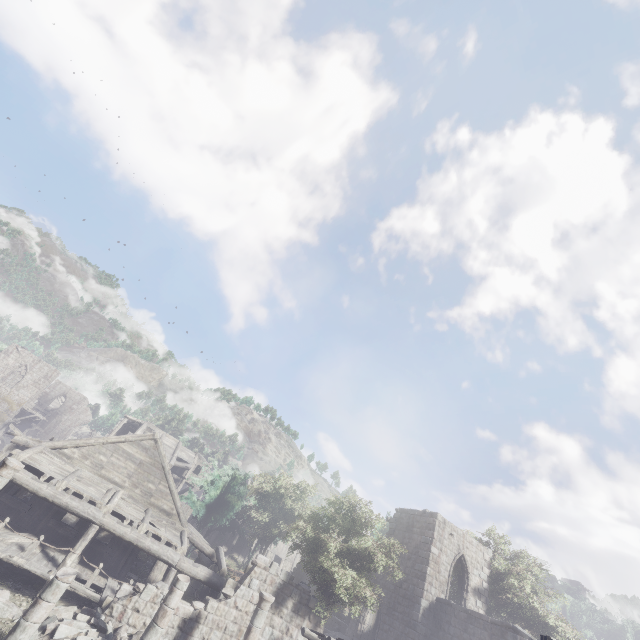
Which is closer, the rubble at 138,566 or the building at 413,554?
the building at 413,554

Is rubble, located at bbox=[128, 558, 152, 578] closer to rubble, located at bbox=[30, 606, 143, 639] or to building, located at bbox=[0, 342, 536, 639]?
building, located at bbox=[0, 342, 536, 639]

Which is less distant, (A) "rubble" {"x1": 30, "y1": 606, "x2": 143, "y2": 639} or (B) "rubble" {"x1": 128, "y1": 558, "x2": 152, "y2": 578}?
(A) "rubble" {"x1": 30, "y1": 606, "x2": 143, "y2": 639}

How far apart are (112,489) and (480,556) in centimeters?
2498cm

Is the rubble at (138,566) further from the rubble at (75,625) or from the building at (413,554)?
the rubble at (75,625)

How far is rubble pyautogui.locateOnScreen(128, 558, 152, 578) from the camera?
18.2 meters

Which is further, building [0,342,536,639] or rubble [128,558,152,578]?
rubble [128,558,152,578]
